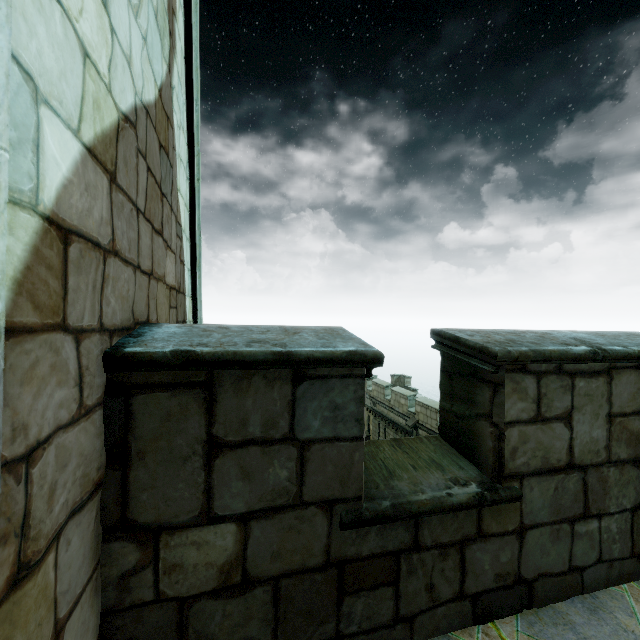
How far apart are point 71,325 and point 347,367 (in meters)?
1.15
